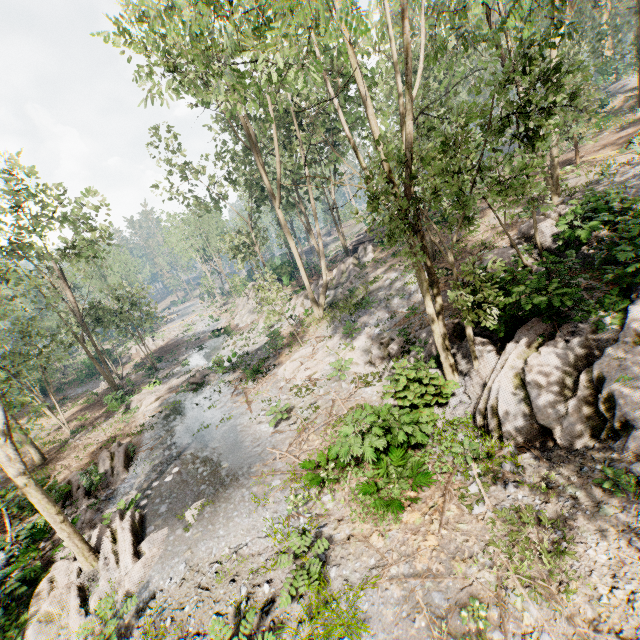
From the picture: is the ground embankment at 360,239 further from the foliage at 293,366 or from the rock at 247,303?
the rock at 247,303

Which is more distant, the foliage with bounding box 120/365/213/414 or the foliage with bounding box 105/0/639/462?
the foliage with bounding box 120/365/213/414

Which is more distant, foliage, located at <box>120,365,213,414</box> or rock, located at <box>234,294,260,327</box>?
rock, located at <box>234,294,260,327</box>

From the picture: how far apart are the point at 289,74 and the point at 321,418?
12.29m

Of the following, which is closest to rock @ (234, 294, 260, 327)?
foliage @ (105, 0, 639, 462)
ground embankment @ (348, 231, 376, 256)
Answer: foliage @ (105, 0, 639, 462)

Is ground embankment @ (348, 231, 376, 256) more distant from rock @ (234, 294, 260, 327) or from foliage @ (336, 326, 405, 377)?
rock @ (234, 294, 260, 327)
